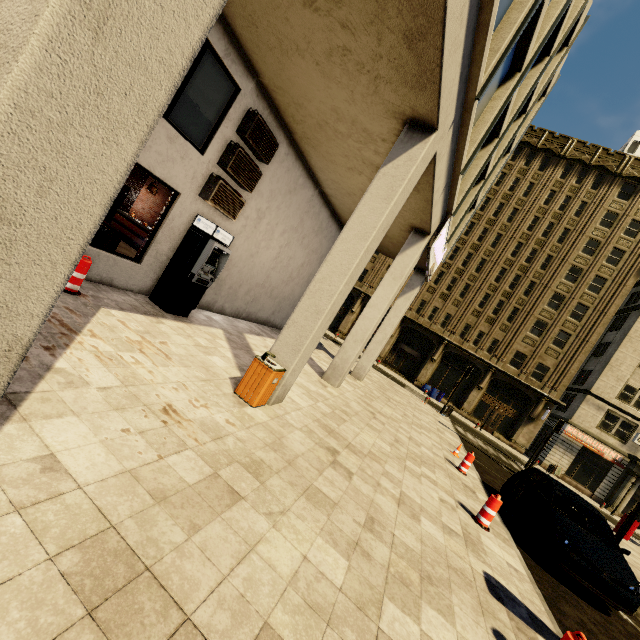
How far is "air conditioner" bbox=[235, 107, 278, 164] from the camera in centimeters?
785cm

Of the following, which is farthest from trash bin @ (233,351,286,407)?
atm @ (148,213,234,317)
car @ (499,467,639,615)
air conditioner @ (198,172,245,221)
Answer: car @ (499,467,639,615)

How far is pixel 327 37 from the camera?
5.3m

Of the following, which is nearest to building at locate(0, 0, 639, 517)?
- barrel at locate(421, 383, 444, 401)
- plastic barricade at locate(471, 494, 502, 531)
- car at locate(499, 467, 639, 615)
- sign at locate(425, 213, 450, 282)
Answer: sign at locate(425, 213, 450, 282)

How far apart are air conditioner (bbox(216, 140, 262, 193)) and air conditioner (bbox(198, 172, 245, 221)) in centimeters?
17cm

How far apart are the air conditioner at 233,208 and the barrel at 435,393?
27.8 meters

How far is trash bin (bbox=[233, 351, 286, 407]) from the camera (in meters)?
5.64

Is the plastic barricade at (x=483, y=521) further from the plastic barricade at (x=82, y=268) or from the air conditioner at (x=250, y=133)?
the air conditioner at (x=250, y=133)
